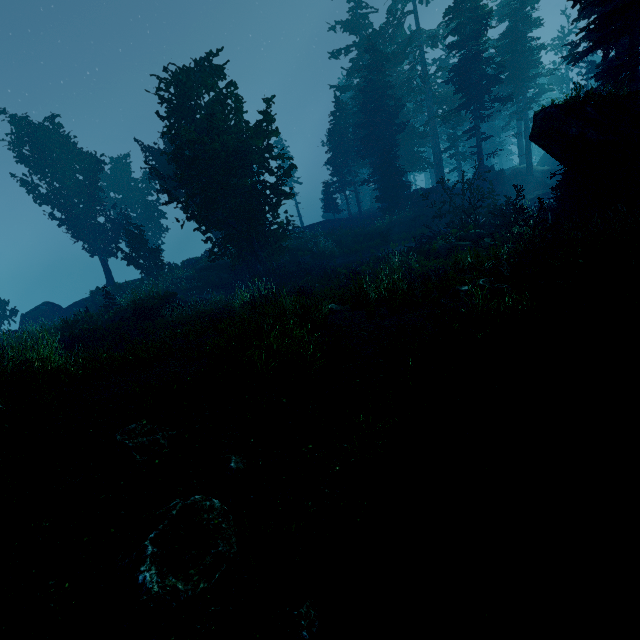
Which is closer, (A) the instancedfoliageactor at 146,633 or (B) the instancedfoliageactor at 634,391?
(A) the instancedfoliageactor at 146,633

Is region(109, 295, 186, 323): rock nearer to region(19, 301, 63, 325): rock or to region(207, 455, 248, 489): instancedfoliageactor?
region(207, 455, 248, 489): instancedfoliageactor

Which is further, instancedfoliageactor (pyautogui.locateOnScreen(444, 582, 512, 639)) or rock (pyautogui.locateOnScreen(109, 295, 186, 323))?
rock (pyautogui.locateOnScreen(109, 295, 186, 323))

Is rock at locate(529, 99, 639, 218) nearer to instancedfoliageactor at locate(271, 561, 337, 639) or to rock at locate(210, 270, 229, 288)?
instancedfoliageactor at locate(271, 561, 337, 639)

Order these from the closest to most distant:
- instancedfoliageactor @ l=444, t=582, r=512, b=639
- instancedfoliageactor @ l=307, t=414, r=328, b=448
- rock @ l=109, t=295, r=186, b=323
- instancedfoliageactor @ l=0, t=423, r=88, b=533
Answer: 1. instancedfoliageactor @ l=444, t=582, r=512, b=639
2. instancedfoliageactor @ l=0, t=423, r=88, b=533
3. instancedfoliageactor @ l=307, t=414, r=328, b=448
4. rock @ l=109, t=295, r=186, b=323

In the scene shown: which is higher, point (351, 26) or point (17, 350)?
point (351, 26)

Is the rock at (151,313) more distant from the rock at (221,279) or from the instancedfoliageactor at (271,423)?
the rock at (221,279)

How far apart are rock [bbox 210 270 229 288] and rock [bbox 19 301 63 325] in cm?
1523
